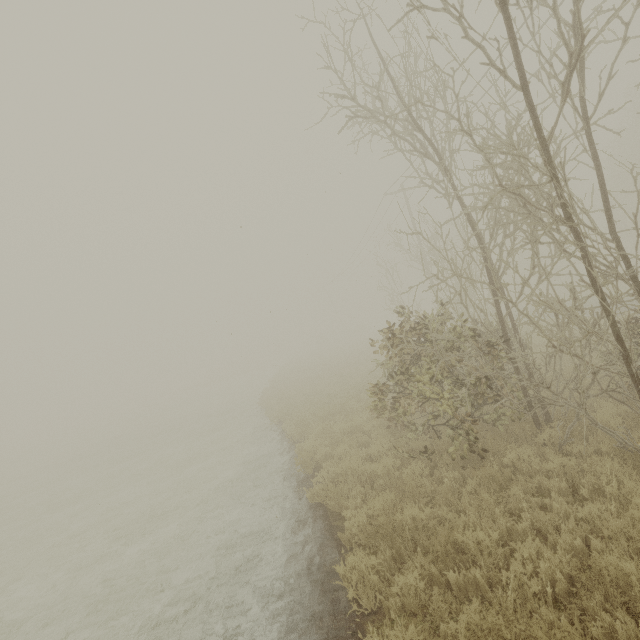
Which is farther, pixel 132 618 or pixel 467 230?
pixel 467 230

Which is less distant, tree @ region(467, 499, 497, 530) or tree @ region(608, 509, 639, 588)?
tree @ region(608, 509, 639, 588)

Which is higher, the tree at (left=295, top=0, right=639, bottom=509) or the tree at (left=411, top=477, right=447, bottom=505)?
the tree at (left=295, top=0, right=639, bottom=509)

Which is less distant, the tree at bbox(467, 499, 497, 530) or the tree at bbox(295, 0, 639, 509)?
the tree at bbox(295, 0, 639, 509)

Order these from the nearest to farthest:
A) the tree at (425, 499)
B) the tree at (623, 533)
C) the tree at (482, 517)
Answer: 1. the tree at (623, 533)
2. the tree at (482, 517)
3. the tree at (425, 499)

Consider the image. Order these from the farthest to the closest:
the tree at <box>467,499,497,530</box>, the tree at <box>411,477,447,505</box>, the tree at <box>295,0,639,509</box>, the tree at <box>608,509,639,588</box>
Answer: the tree at <box>411,477,447,505</box>
the tree at <box>467,499,497,530</box>
the tree at <box>295,0,639,509</box>
the tree at <box>608,509,639,588</box>

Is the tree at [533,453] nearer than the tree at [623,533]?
No
